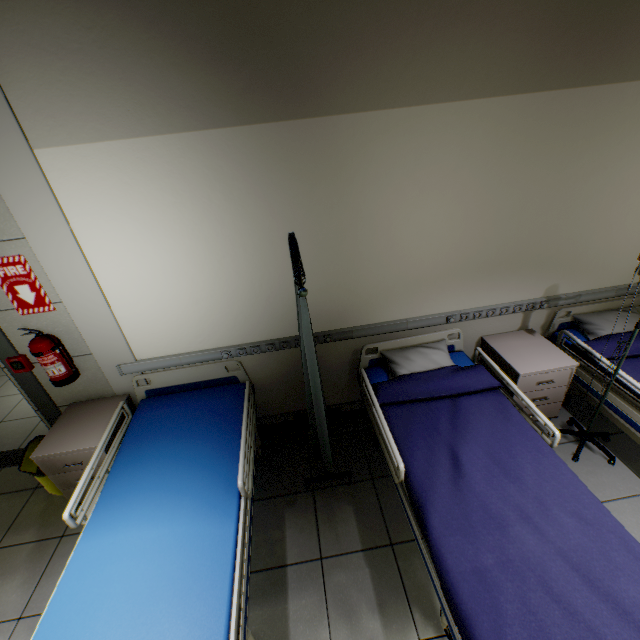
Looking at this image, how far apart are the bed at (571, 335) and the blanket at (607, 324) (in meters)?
0.02

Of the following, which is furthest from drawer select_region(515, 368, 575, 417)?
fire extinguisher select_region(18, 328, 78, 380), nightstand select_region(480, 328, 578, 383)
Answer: fire extinguisher select_region(18, 328, 78, 380)

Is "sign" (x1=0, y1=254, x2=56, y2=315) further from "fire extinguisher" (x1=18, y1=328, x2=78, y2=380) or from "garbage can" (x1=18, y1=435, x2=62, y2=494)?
"garbage can" (x1=18, y1=435, x2=62, y2=494)

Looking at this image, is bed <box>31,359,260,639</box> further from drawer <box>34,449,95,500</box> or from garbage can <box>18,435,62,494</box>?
garbage can <box>18,435,62,494</box>

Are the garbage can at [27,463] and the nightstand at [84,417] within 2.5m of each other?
yes

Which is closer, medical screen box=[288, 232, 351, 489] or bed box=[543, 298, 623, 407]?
medical screen box=[288, 232, 351, 489]

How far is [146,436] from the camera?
2.51m

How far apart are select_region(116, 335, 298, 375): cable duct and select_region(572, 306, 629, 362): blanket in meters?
2.4 m
